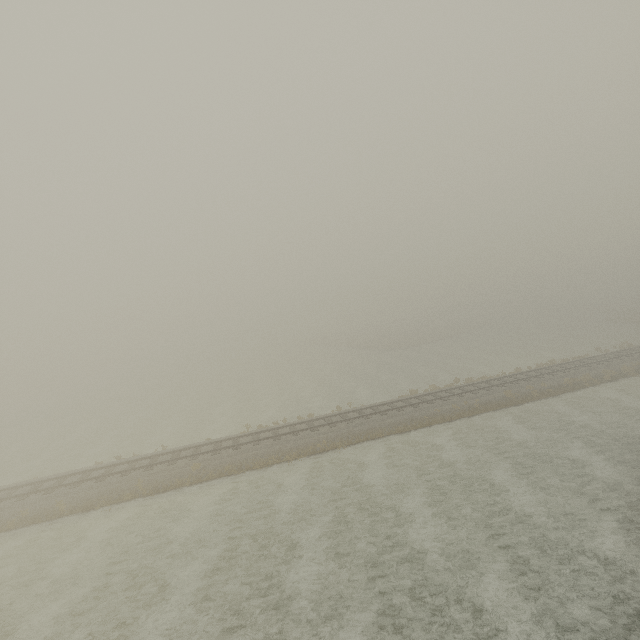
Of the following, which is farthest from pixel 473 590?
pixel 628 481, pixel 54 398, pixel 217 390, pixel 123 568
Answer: pixel 54 398
